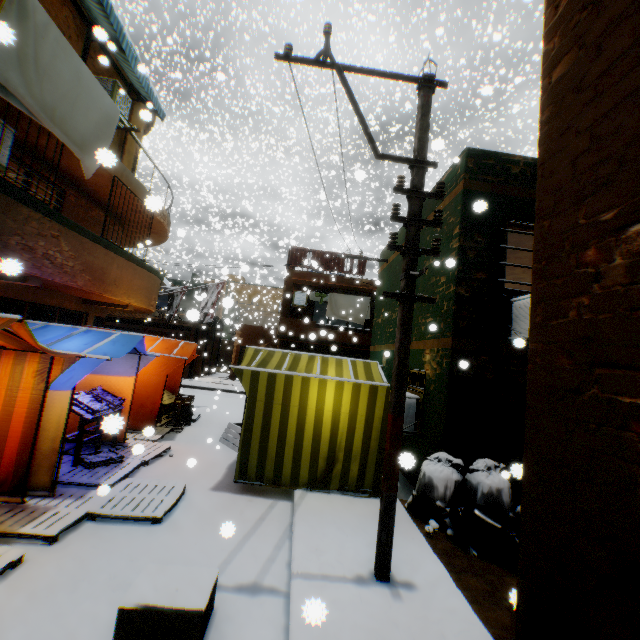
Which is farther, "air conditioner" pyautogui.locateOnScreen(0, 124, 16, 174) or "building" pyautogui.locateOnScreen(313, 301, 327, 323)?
"building" pyautogui.locateOnScreen(313, 301, 327, 323)

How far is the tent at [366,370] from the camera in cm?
652

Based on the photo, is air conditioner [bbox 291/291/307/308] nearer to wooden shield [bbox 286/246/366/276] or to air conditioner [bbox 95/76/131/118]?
wooden shield [bbox 286/246/366/276]

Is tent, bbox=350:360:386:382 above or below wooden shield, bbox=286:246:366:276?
below

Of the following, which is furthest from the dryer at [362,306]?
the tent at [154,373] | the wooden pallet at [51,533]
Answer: the wooden pallet at [51,533]

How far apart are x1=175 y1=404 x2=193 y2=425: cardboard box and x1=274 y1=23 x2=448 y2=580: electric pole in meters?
1.3

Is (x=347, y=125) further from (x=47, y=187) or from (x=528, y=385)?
(x=528, y=385)

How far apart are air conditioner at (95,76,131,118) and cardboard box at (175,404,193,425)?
4.0m
